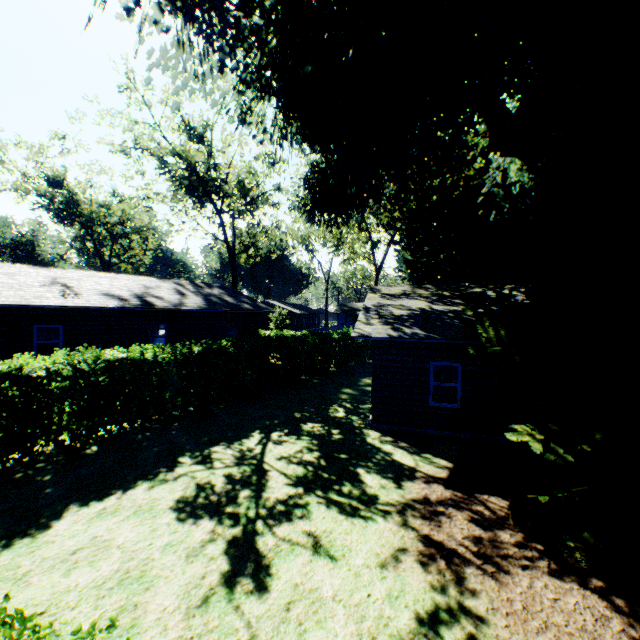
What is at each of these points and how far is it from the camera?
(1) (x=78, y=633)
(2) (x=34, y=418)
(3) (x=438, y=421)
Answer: (1) hedge, 2.1 meters
(2) hedge, 8.3 meters
(3) house, 11.5 meters

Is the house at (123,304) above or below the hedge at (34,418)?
above

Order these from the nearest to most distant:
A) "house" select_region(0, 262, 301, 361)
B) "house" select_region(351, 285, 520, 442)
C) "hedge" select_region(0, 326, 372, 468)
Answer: "hedge" select_region(0, 326, 372, 468), "house" select_region(351, 285, 520, 442), "house" select_region(0, 262, 301, 361)

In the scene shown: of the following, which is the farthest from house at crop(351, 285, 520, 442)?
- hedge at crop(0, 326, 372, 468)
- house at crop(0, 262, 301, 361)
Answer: house at crop(0, 262, 301, 361)

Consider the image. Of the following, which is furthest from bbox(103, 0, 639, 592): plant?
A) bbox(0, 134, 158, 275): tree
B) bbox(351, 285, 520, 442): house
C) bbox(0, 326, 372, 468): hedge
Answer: bbox(0, 134, 158, 275): tree

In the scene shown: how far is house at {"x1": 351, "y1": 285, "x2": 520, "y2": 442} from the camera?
11.0 meters

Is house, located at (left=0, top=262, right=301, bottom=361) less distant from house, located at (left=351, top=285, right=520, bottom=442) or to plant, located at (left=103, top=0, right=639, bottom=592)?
plant, located at (left=103, top=0, right=639, bottom=592)

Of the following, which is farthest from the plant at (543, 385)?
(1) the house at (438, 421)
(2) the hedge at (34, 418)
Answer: (2) the hedge at (34, 418)
